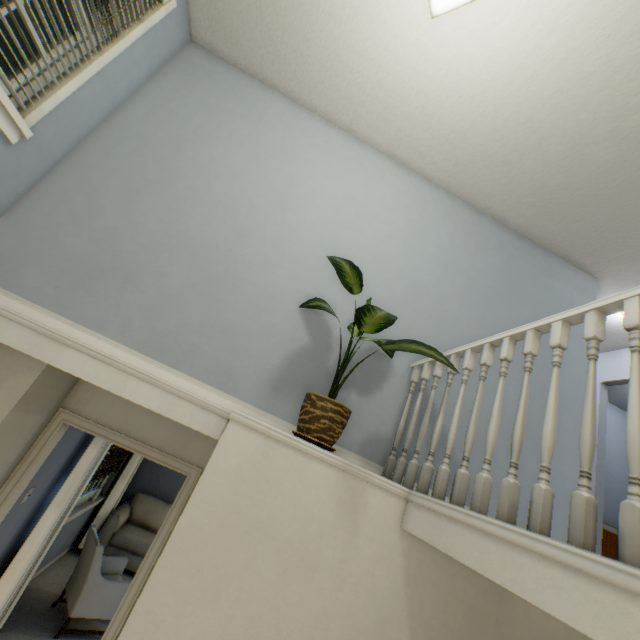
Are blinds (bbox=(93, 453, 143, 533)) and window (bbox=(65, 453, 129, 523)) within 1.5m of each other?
yes

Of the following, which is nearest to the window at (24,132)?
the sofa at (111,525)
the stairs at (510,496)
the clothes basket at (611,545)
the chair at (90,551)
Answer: the stairs at (510,496)

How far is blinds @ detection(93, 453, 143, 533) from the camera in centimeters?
521cm

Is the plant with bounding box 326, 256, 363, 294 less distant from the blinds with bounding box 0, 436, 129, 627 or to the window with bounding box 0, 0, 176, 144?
the window with bounding box 0, 0, 176, 144

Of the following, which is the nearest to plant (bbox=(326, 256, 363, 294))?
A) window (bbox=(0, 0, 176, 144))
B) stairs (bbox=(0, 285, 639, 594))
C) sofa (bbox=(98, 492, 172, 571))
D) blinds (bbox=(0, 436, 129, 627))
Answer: stairs (bbox=(0, 285, 639, 594))

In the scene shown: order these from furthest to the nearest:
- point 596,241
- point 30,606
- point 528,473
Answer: point 30,606
point 596,241
point 528,473

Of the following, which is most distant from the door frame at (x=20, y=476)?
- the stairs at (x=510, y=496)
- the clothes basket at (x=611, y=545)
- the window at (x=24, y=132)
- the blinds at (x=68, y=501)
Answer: the clothes basket at (x=611, y=545)

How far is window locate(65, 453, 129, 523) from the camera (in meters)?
4.41
